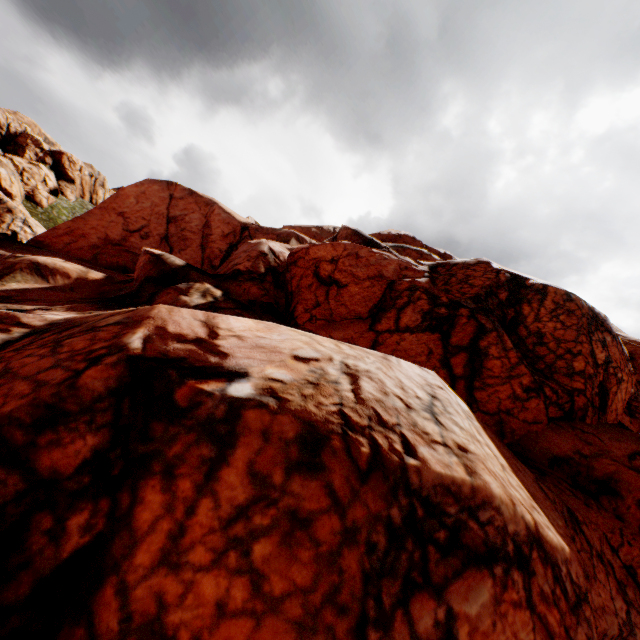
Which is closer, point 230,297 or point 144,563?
point 144,563
